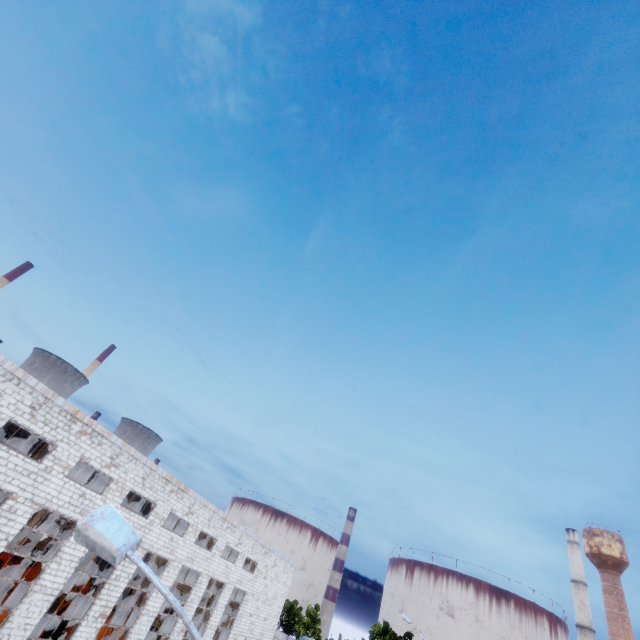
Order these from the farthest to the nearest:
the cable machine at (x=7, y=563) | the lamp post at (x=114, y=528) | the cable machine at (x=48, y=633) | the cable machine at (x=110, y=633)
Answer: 1. the cable machine at (x=7, y=563)
2. the cable machine at (x=110, y=633)
3. the cable machine at (x=48, y=633)
4. the lamp post at (x=114, y=528)

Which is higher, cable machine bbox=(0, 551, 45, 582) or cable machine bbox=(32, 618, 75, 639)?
cable machine bbox=(0, 551, 45, 582)

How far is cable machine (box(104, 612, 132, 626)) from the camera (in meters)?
23.66

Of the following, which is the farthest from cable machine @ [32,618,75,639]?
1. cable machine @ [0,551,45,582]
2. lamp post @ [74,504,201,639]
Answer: lamp post @ [74,504,201,639]

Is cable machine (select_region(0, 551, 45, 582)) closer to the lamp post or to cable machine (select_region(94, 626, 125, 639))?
cable machine (select_region(94, 626, 125, 639))

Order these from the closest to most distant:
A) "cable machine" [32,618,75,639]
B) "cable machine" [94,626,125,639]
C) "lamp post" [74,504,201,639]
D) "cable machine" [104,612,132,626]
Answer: "lamp post" [74,504,201,639], "cable machine" [32,618,75,639], "cable machine" [94,626,125,639], "cable machine" [104,612,132,626]

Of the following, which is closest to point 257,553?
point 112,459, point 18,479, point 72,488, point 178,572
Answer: point 178,572

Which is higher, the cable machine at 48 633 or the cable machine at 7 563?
the cable machine at 7 563
